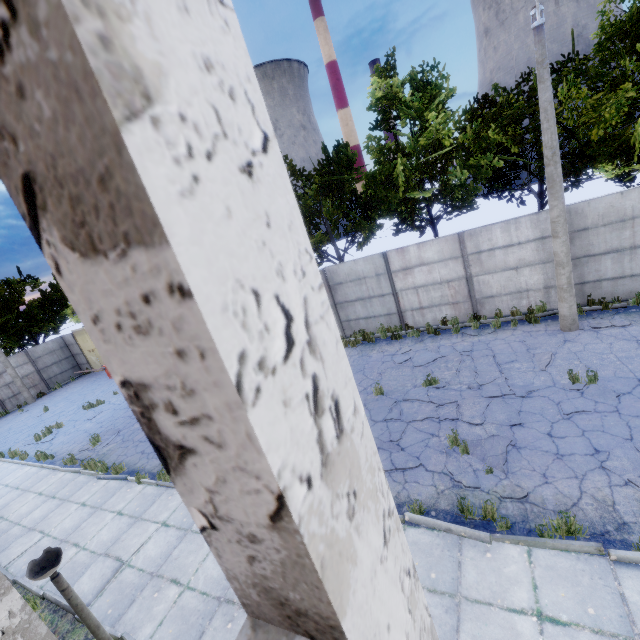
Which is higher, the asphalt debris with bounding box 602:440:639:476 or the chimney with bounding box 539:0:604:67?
the chimney with bounding box 539:0:604:67

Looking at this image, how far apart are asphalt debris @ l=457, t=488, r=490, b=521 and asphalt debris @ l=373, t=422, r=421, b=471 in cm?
55

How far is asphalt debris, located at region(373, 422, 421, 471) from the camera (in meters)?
7.33

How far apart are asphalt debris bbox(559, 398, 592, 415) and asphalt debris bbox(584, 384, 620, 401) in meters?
0.1

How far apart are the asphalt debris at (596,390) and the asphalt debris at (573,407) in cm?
12

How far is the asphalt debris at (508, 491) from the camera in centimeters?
583cm

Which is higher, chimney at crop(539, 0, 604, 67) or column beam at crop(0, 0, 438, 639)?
chimney at crop(539, 0, 604, 67)

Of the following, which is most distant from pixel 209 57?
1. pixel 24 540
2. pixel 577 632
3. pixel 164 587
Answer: pixel 24 540
